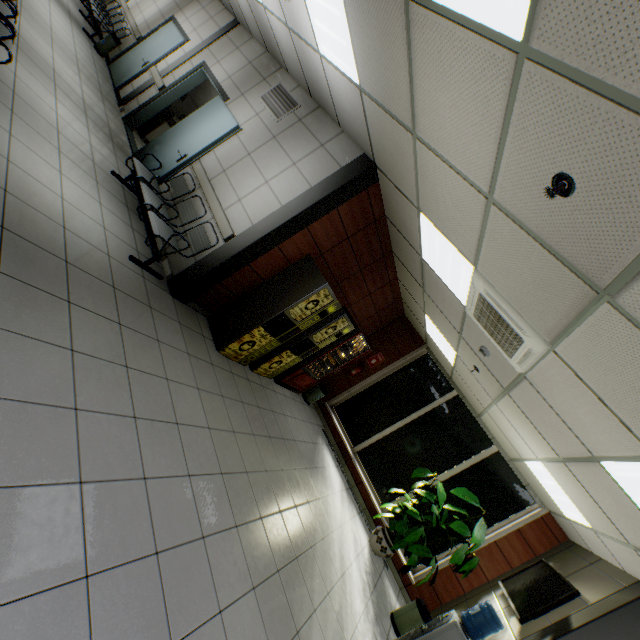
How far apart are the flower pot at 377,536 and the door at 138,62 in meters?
11.5

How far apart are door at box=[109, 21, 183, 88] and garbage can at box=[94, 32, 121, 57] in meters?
0.2 m

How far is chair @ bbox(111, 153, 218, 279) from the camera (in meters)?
4.12

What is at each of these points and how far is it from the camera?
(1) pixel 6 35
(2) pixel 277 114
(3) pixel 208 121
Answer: (1) chair, 3.3 meters
(2) ventilation grill, 5.3 meters
(3) door, 5.6 meters

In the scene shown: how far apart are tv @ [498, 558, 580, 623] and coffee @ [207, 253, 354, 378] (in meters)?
4.80

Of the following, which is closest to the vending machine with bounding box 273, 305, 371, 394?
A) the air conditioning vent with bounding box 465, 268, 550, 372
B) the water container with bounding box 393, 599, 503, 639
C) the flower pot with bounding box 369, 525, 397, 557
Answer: the air conditioning vent with bounding box 465, 268, 550, 372

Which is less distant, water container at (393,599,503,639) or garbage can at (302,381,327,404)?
water container at (393,599,503,639)

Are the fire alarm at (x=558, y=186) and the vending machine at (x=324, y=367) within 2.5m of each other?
no
